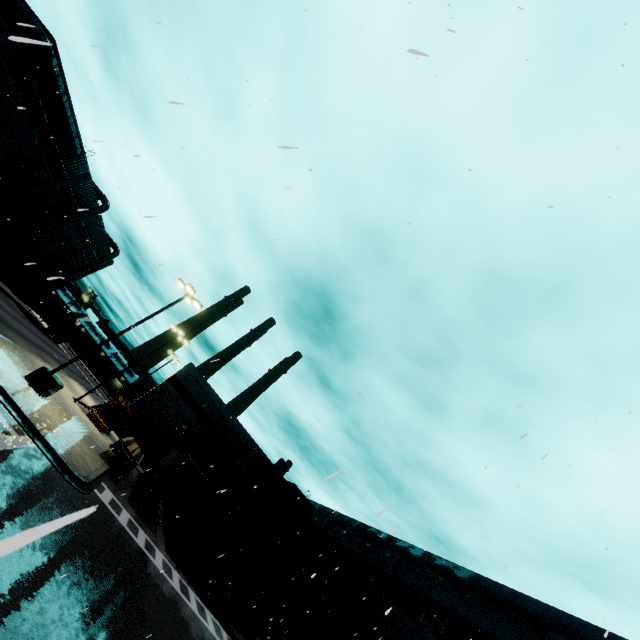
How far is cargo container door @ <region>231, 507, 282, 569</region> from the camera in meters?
20.3 m

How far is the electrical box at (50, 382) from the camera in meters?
17.4 m

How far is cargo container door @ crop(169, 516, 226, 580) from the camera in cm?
1914

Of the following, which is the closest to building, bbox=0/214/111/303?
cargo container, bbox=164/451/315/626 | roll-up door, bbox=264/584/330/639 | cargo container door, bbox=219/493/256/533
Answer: roll-up door, bbox=264/584/330/639

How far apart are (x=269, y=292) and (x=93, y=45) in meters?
6.2

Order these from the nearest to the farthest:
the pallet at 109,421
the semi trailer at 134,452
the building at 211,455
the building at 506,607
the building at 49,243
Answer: the building at 506,607 → the semi trailer at 134,452 → the pallet at 109,421 → the building at 211,455 → the building at 49,243

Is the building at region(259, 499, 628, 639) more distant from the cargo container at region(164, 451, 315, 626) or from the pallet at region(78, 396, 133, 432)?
the pallet at region(78, 396, 133, 432)

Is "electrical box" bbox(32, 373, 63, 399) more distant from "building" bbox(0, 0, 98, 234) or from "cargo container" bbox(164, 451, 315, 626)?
"building" bbox(0, 0, 98, 234)
